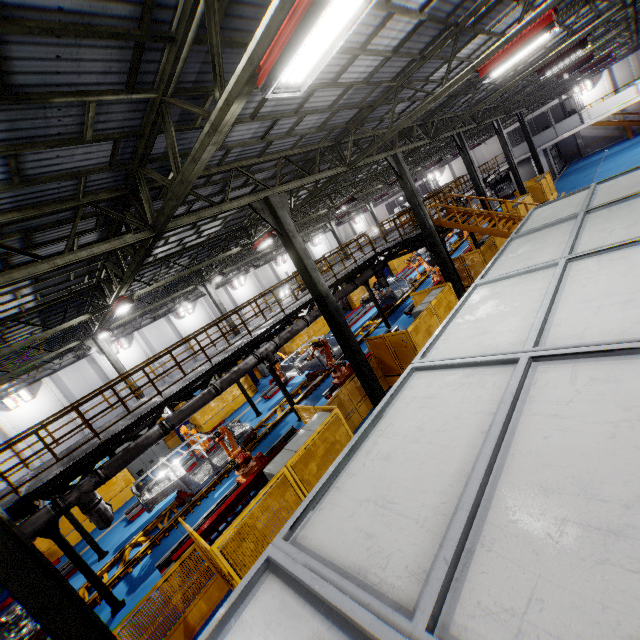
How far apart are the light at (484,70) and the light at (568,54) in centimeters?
698cm

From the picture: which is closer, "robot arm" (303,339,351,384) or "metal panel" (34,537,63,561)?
"metal panel" (34,537,63,561)

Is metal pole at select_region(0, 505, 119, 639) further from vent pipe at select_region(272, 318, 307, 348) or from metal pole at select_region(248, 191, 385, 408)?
metal pole at select_region(248, 191, 385, 408)

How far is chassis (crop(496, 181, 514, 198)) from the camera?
41.0m

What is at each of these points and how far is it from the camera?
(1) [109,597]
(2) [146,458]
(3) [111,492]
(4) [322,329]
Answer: (1) metal pole, 9.0m
(2) cabinet, 17.6m
(3) metal panel, 15.4m
(4) metal panel, 25.6m

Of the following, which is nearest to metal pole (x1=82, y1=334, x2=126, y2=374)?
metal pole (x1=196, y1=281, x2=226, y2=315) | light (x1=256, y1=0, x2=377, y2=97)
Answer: metal pole (x1=196, y1=281, x2=226, y2=315)

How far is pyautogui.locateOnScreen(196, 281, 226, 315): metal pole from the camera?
23.2m

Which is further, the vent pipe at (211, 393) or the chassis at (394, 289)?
the chassis at (394, 289)
